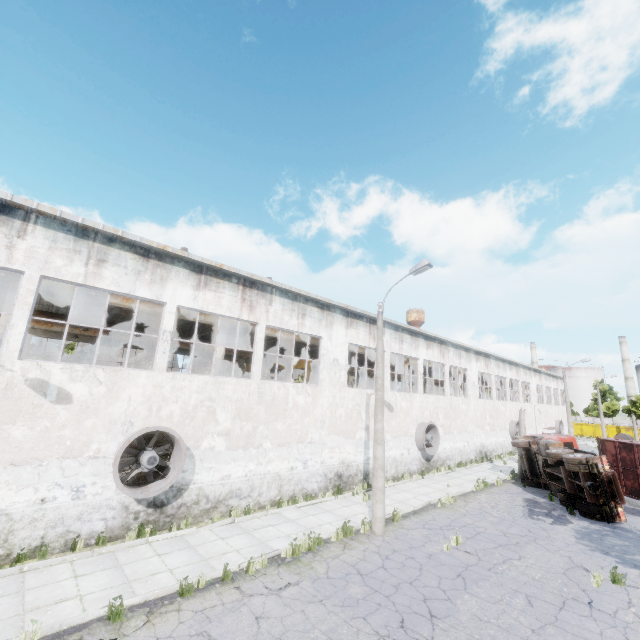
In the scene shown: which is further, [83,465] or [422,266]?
[422,266]

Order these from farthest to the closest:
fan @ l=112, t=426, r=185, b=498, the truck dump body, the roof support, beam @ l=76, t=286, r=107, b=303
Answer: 1. the truck dump body
2. the roof support
3. beam @ l=76, t=286, r=107, b=303
4. fan @ l=112, t=426, r=185, b=498

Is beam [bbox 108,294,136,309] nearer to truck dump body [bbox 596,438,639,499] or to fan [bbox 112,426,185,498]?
fan [bbox 112,426,185,498]

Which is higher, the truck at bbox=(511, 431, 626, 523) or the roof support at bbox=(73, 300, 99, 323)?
the roof support at bbox=(73, 300, 99, 323)

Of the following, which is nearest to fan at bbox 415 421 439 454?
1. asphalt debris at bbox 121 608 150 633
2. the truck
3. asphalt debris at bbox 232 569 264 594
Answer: the truck

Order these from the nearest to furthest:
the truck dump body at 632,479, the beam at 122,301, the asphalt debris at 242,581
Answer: the asphalt debris at 242,581 < the beam at 122,301 < the truck dump body at 632,479

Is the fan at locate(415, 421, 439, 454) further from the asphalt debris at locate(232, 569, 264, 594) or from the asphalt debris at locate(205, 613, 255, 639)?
the asphalt debris at locate(205, 613, 255, 639)

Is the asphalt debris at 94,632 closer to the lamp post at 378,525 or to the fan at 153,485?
the fan at 153,485
